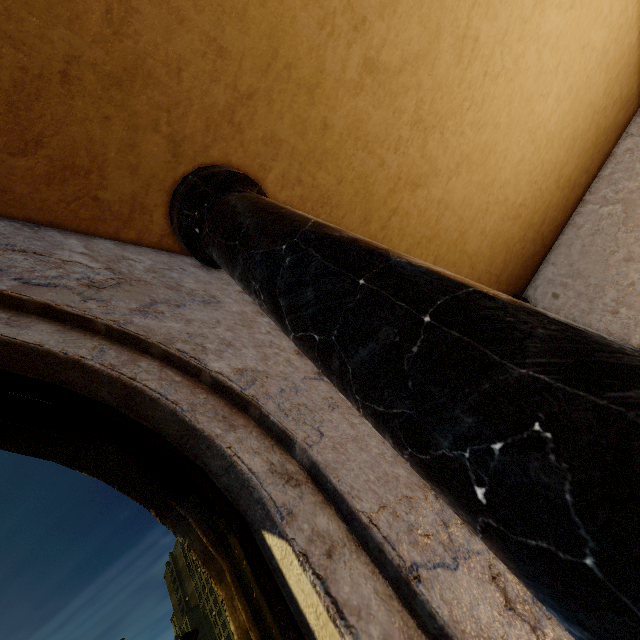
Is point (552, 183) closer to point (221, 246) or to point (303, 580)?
point (221, 246)
